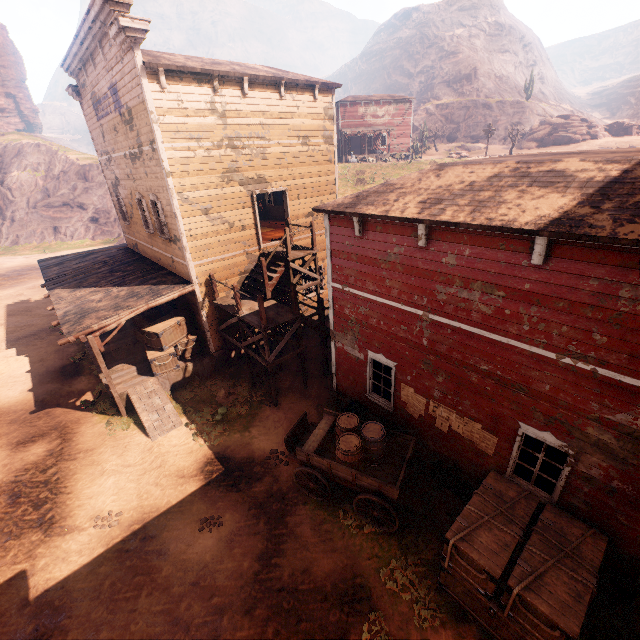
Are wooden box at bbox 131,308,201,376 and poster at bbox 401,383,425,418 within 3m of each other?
no

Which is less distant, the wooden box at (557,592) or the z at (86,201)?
the wooden box at (557,592)

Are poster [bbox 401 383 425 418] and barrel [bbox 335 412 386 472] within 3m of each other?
yes

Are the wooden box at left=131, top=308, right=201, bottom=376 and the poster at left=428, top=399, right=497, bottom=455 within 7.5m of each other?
no

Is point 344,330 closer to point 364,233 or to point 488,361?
point 364,233

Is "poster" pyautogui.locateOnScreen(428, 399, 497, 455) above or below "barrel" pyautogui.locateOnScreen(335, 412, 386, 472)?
above

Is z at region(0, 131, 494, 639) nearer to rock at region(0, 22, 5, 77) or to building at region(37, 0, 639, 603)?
building at region(37, 0, 639, 603)

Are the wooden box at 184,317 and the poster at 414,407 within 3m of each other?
no
